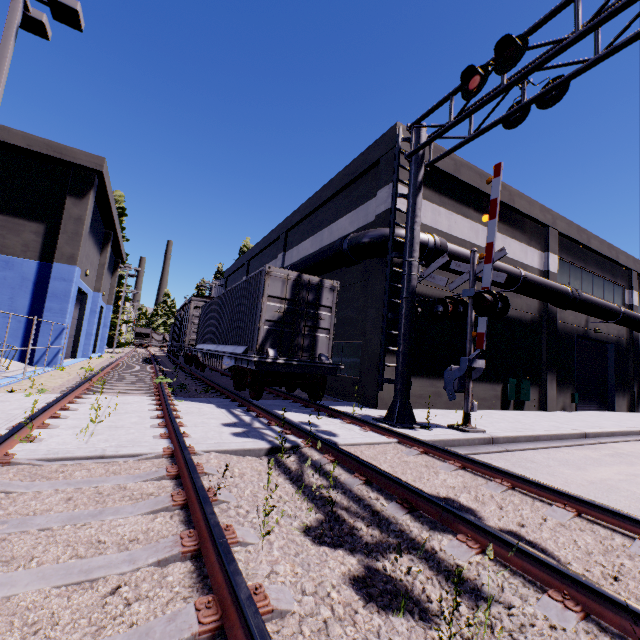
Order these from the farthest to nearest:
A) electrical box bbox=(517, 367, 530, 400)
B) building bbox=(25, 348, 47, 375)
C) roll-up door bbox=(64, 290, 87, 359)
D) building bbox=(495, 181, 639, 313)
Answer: roll-up door bbox=(64, 290, 87, 359) → building bbox=(495, 181, 639, 313) → electrical box bbox=(517, 367, 530, 400) → building bbox=(25, 348, 47, 375)

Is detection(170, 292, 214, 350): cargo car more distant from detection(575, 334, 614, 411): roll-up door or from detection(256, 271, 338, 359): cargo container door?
detection(575, 334, 614, 411): roll-up door

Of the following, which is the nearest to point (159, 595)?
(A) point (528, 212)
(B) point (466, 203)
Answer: (B) point (466, 203)

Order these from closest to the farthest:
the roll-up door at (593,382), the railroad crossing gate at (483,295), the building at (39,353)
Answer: the railroad crossing gate at (483,295), the building at (39,353), the roll-up door at (593,382)

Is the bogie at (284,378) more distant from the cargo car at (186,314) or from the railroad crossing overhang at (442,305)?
the cargo car at (186,314)

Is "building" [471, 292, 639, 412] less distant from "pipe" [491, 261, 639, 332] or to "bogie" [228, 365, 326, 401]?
"pipe" [491, 261, 639, 332]

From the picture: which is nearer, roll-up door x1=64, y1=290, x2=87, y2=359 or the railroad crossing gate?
the railroad crossing gate

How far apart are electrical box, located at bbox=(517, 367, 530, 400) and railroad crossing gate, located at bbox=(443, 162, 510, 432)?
7.3 meters
